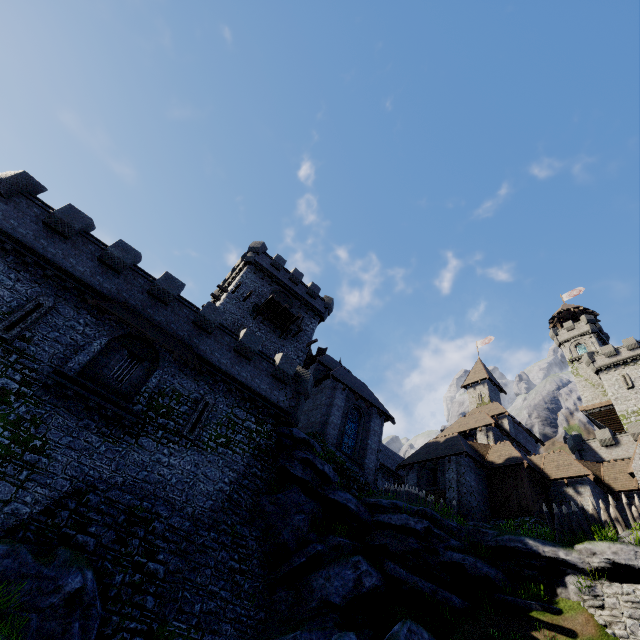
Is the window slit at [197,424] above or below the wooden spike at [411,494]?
below

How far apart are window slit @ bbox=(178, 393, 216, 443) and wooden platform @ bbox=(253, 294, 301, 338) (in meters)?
12.27

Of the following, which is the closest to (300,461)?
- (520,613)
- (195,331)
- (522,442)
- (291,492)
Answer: (291,492)

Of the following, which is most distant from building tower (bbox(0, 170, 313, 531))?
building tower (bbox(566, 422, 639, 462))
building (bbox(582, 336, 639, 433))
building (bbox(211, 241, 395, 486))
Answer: building (bbox(582, 336, 639, 433))

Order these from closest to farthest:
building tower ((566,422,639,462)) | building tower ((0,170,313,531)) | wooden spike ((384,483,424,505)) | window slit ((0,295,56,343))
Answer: building tower ((0,170,313,531)) < window slit ((0,295,56,343)) < wooden spike ((384,483,424,505)) < building tower ((566,422,639,462))

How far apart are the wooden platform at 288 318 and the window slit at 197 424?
12.3m

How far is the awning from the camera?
16.2m

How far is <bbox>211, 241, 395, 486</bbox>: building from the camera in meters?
23.5 m
